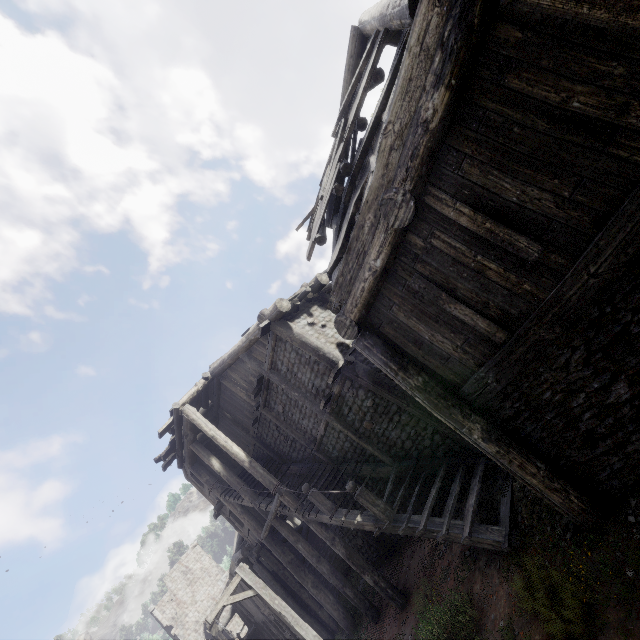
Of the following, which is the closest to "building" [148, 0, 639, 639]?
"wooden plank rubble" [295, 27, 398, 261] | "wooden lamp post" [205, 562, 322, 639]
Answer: "wooden plank rubble" [295, 27, 398, 261]

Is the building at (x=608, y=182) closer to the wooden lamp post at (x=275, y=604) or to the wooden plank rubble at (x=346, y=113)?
the wooden plank rubble at (x=346, y=113)

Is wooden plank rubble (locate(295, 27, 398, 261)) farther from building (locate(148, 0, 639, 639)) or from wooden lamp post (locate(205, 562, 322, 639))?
wooden lamp post (locate(205, 562, 322, 639))

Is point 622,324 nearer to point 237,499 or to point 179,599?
point 237,499

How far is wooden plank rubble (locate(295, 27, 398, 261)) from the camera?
5.48m

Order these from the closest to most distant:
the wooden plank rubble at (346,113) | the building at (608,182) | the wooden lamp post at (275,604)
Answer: the building at (608,182) < the wooden plank rubble at (346,113) < the wooden lamp post at (275,604)
